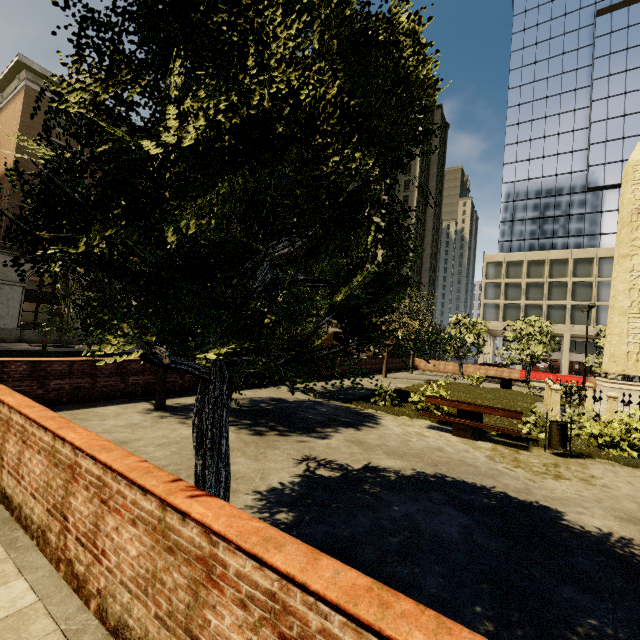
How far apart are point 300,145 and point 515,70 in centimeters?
6722cm

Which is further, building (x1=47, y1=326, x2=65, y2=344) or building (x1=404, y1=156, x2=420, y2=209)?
building (x1=404, y1=156, x2=420, y2=209)

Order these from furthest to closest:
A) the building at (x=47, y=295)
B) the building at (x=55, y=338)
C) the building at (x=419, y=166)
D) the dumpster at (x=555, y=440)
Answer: the building at (x=419, y=166) → the building at (x=55, y=338) → the building at (x=47, y=295) → the dumpster at (x=555, y=440)

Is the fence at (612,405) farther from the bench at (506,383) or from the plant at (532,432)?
the bench at (506,383)

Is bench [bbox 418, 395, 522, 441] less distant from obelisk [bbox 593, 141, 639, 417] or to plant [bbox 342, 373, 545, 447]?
plant [bbox 342, 373, 545, 447]

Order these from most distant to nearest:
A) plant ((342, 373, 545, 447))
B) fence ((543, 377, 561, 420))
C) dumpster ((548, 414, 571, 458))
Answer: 1. fence ((543, 377, 561, 420))
2. plant ((342, 373, 545, 447))
3. dumpster ((548, 414, 571, 458))

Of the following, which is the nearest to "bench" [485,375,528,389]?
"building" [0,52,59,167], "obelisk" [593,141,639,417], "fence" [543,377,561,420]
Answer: "fence" [543,377,561,420]
